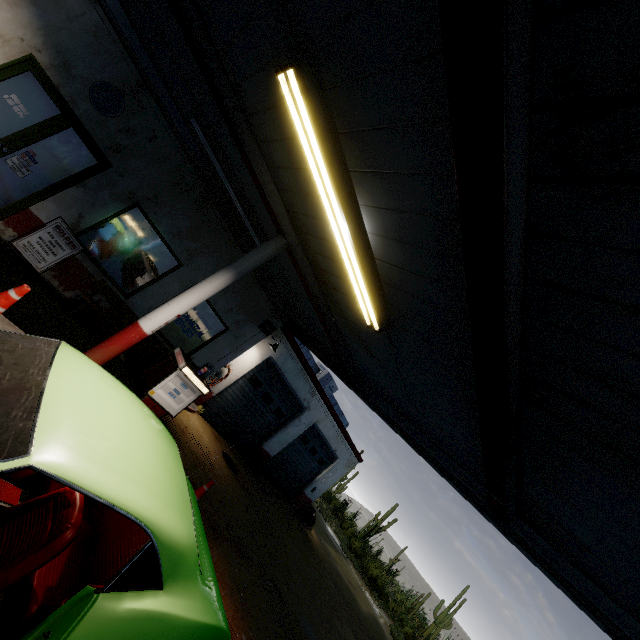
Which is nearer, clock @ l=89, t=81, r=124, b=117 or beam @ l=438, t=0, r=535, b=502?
beam @ l=438, t=0, r=535, b=502

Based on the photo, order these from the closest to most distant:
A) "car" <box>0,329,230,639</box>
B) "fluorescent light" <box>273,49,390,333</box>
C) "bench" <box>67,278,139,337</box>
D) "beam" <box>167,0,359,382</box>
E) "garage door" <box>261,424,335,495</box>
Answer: "car" <box>0,329,230,639</box> < "fluorescent light" <box>273,49,390,333</box> < "beam" <box>167,0,359,382</box> < "bench" <box>67,278,139,337</box> < "garage door" <box>261,424,335,495</box>

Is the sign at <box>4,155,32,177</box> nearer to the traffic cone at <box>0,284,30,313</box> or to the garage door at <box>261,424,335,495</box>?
the traffic cone at <box>0,284,30,313</box>

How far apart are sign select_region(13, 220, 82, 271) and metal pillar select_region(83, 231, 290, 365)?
2.90m

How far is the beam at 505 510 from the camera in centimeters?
424cm

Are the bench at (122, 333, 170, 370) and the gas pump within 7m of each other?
yes

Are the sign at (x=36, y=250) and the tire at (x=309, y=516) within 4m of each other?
no

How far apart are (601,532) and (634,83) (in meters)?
3.83
